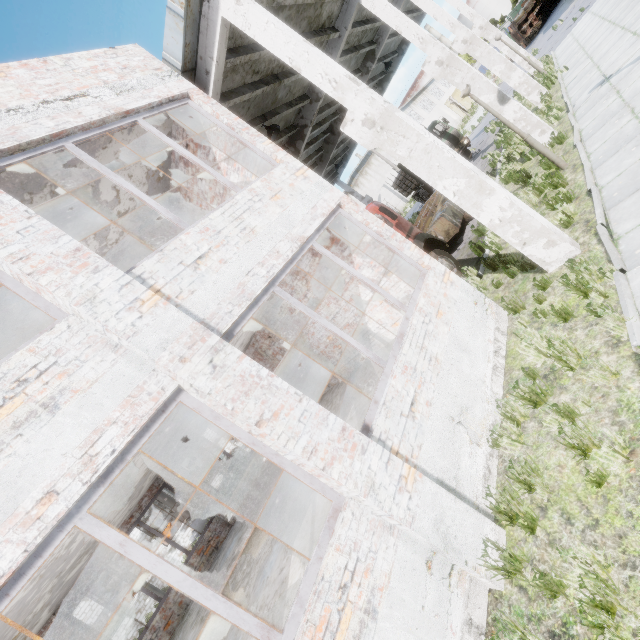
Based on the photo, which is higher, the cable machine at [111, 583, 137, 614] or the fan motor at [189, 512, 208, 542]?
the cable machine at [111, 583, 137, 614]

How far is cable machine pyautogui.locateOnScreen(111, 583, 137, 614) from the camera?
24.7 meters

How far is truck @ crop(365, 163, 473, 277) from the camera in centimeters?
984cm

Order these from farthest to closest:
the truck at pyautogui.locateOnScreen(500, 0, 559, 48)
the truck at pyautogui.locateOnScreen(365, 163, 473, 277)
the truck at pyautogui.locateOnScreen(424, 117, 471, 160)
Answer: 1. the truck at pyautogui.locateOnScreen(500, 0, 559, 48)
2. the truck at pyautogui.locateOnScreen(424, 117, 471, 160)
3. the truck at pyautogui.locateOnScreen(365, 163, 473, 277)

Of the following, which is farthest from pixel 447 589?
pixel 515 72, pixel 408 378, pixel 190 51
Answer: pixel 515 72

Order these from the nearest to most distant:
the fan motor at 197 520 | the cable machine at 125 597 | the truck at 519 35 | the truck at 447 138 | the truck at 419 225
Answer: the truck at 419 225 < the truck at 447 138 < the cable machine at 125 597 < the fan motor at 197 520 < the truck at 519 35

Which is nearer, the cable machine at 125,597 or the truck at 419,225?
the truck at 419,225

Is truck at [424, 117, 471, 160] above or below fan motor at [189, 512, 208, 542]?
above
